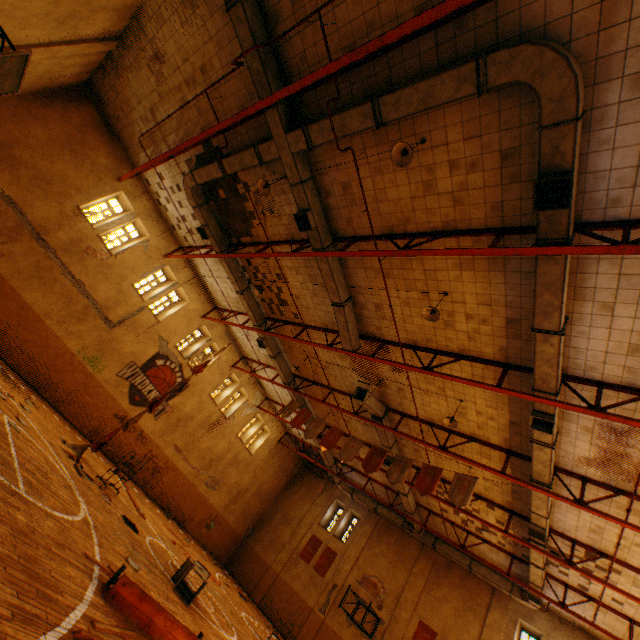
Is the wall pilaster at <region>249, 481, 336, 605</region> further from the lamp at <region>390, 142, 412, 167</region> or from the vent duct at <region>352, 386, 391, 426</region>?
the lamp at <region>390, 142, 412, 167</region>

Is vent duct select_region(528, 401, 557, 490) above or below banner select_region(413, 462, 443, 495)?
above

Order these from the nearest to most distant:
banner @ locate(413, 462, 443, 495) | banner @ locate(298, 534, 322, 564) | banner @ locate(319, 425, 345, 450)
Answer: banner @ locate(413, 462, 443, 495) → banner @ locate(319, 425, 345, 450) → banner @ locate(298, 534, 322, 564)

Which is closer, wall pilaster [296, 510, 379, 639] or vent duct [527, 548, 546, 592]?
vent duct [527, 548, 546, 592]

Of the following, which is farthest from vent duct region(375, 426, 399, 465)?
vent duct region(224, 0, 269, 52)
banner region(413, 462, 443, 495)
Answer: banner region(413, 462, 443, 495)

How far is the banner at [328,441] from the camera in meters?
13.5 m

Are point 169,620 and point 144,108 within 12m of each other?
no

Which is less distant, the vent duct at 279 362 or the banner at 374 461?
the banner at 374 461
